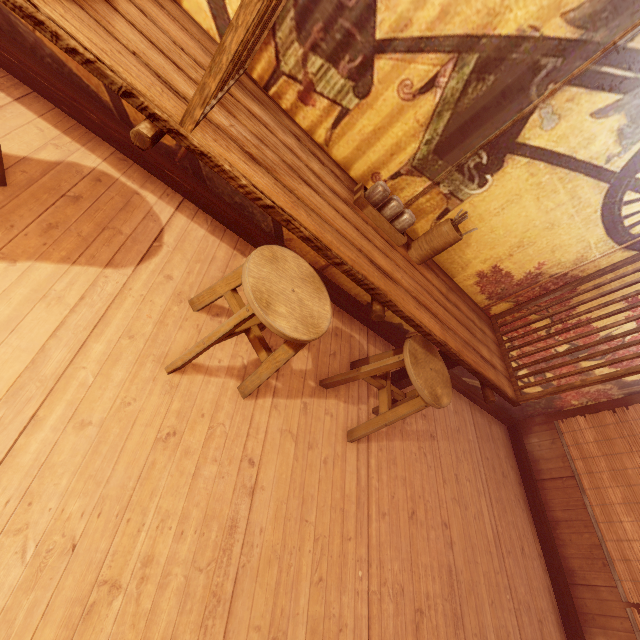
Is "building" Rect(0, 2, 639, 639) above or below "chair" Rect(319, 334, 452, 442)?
below

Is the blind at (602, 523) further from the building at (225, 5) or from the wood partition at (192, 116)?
the wood partition at (192, 116)

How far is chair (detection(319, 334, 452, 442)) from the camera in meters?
3.6

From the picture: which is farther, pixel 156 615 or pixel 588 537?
pixel 588 537

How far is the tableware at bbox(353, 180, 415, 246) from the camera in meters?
3.5

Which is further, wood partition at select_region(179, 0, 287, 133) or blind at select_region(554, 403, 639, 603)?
blind at select_region(554, 403, 639, 603)

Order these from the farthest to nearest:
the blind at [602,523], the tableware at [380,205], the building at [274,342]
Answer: the blind at [602,523] < the building at [274,342] < the tableware at [380,205]

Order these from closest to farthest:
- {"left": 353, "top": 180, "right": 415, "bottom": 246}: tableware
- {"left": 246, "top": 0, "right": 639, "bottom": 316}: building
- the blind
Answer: {"left": 246, "top": 0, "right": 639, "bottom": 316}: building → {"left": 353, "top": 180, "right": 415, "bottom": 246}: tableware → the blind
